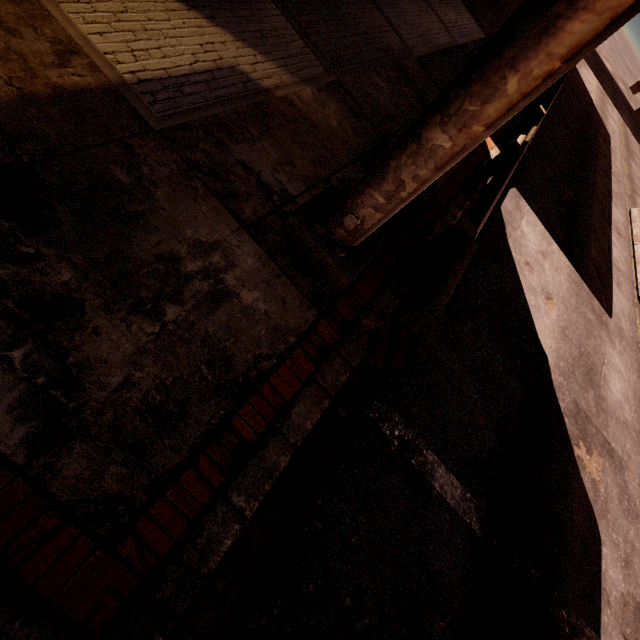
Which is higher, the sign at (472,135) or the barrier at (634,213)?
the sign at (472,135)

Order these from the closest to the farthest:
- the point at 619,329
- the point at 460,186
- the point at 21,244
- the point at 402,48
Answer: the point at 21,244, the point at 460,186, the point at 402,48, the point at 619,329

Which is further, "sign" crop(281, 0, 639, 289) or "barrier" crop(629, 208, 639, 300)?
"barrier" crop(629, 208, 639, 300)

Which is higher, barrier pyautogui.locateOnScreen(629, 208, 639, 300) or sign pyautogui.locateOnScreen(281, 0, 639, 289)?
sign pyautogui.locateOnScreen(281, 0, 639, 289)

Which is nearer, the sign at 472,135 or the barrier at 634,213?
the sign at 472,135
